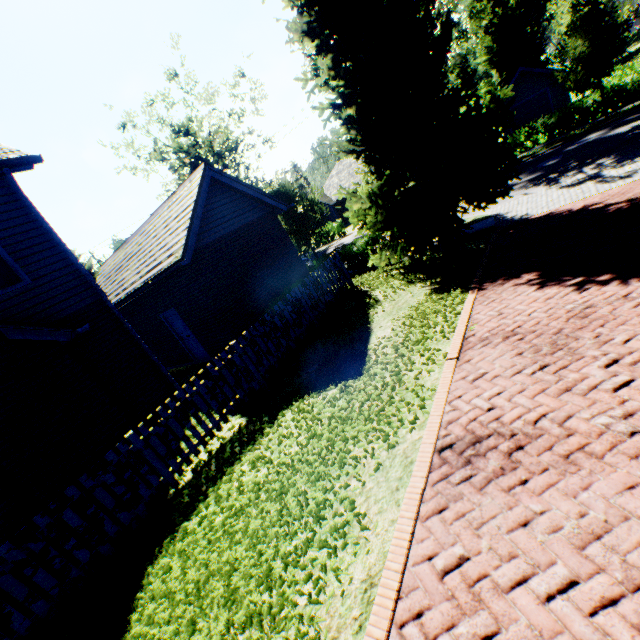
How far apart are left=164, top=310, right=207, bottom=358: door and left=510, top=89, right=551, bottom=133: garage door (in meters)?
35.46

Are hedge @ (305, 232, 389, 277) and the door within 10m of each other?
yes

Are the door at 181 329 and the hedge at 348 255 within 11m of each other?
yes

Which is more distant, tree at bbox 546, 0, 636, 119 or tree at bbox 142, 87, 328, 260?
tree at bbox 142, 87, 328, 260

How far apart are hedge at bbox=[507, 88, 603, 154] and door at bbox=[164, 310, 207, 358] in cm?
2661

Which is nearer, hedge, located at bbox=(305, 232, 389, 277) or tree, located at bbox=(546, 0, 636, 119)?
hedge, located at bbox=(305, 232, 389, 277)

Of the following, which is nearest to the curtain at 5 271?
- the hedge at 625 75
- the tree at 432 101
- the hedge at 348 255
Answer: the tree at 432 101

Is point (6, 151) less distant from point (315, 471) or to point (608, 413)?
point (315, 471)
